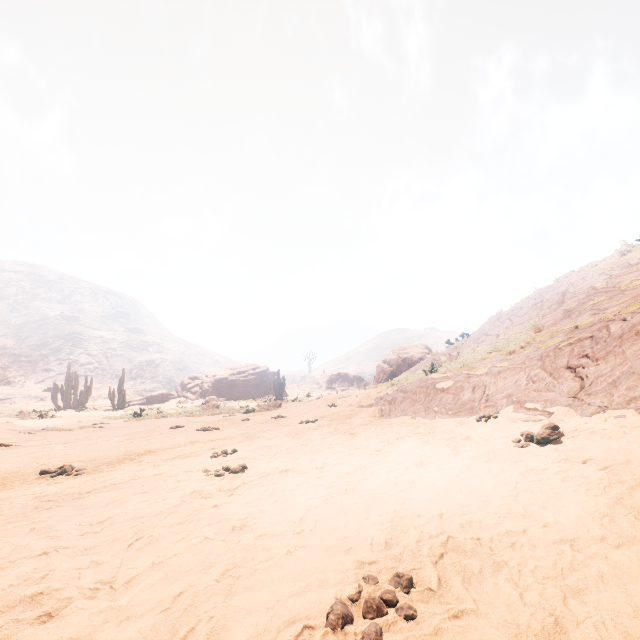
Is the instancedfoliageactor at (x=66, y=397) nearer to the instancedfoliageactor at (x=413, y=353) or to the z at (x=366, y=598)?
the z at (x=366, y=598)

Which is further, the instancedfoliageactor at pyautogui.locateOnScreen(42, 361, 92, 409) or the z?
the instancedfoliageactor at pyautogui.locateOnScreen(42, 361, 92, 409)

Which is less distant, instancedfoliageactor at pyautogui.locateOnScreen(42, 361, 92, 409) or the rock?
instancedfoliageactor at pyautogui.locateOnScreen(42, 361, 92, 409)

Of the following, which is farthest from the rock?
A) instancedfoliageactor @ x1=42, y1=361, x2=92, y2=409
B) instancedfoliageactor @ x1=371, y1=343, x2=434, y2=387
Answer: instancedfoliageactor @ x1=42, y1=361, x2=92, y2=409

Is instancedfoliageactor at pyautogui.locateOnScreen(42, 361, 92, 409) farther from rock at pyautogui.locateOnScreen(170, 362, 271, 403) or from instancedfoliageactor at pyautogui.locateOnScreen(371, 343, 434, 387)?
instancedfoliageactor at pyautogui.locateOnScreen(371, 343, 434, 387)

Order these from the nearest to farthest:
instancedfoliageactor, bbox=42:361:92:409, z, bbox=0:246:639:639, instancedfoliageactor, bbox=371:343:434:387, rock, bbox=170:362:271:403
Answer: z, bbox=0:246:639:639 < instancedfoliageactor, bbox=371:343:434:387 < instancedfoliageactor, bbox=42:361:92:409 < rock, bbox=170:362:271:403

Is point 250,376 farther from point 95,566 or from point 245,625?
point 245,625

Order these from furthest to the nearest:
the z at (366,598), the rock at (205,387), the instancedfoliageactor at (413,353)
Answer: the rock at (205,387)
the instancedfoliageactor at (413,353)
the z at (366,598)
